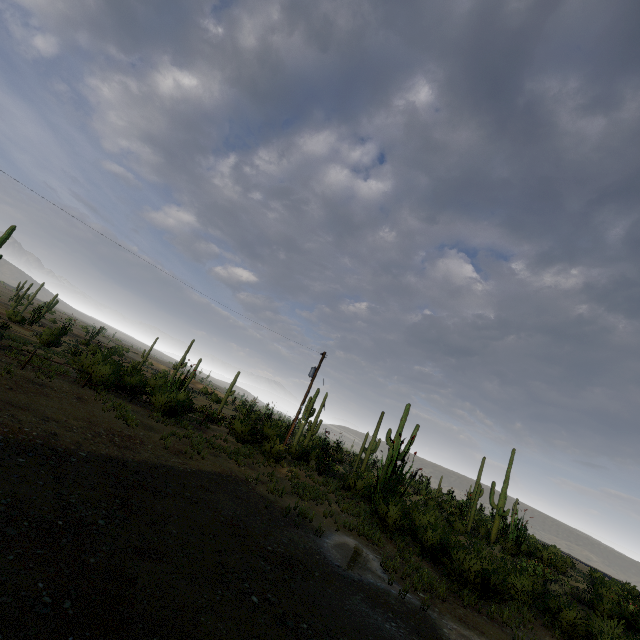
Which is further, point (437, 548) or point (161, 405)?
point (161, 405)
